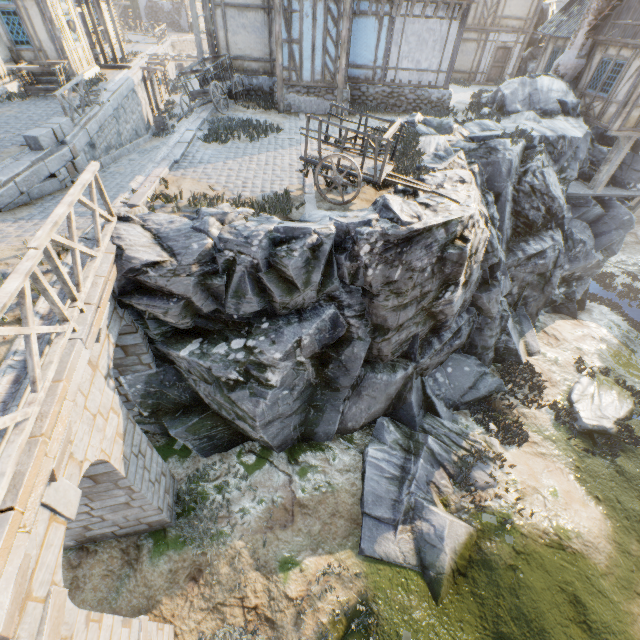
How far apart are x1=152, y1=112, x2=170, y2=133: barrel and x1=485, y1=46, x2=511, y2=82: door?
22.8m

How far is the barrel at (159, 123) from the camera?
21.34m

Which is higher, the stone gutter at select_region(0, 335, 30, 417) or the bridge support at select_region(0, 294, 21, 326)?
the stone gutter at select_region(0, 335, 30, 417)

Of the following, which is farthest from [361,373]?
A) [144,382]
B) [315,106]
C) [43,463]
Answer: [315,106]

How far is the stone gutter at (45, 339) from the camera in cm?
417

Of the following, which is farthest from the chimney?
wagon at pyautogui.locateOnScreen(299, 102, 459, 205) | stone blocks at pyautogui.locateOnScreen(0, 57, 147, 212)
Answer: wagon at pyautogui.locateOnScreen(299, 102, 459, 205)

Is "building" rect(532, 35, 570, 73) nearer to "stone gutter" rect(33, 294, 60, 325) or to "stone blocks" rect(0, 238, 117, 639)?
"stone gutter" rect(33, 294, 60, 325)

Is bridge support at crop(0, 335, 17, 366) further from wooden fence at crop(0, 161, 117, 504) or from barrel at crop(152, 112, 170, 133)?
barrel at crop(152, 112, 170, 133)
